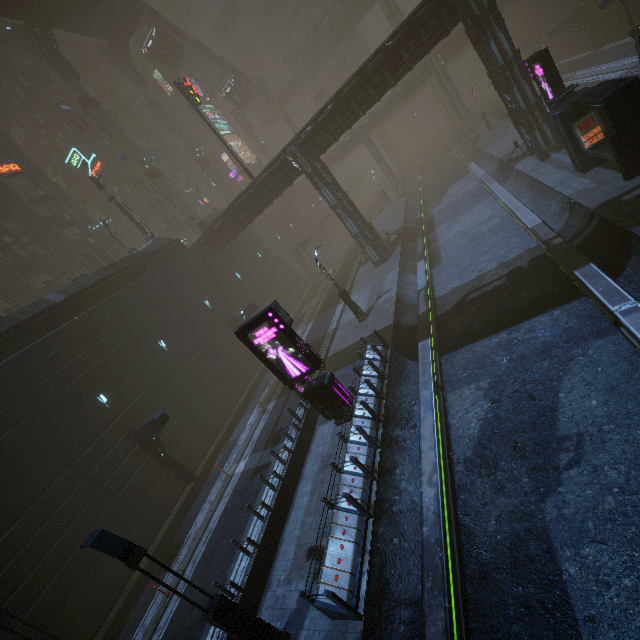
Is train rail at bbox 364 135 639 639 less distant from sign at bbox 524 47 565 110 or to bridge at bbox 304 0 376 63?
sign at bbox 524 47 565 110

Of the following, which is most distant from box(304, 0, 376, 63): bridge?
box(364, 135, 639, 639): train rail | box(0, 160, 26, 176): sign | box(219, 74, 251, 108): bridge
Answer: box(0, 160, 26, 176): sign

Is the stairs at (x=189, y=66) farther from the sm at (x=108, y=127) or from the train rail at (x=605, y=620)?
the train rail at (x=605, y=620)

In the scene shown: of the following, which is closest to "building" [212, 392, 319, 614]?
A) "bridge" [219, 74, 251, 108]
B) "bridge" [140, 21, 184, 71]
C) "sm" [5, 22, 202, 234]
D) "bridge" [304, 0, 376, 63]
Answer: "sm" [5, 22, 202, 234]

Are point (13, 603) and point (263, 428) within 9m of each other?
no

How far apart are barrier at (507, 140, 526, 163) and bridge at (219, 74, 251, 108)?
48.79m

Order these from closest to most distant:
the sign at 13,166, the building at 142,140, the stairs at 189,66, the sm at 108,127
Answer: the sign at 13,166 → the sm at 108,127 → the stairs at 189,66 → the building at 142,140

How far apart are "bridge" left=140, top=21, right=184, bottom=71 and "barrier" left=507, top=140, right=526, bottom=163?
46.17m
